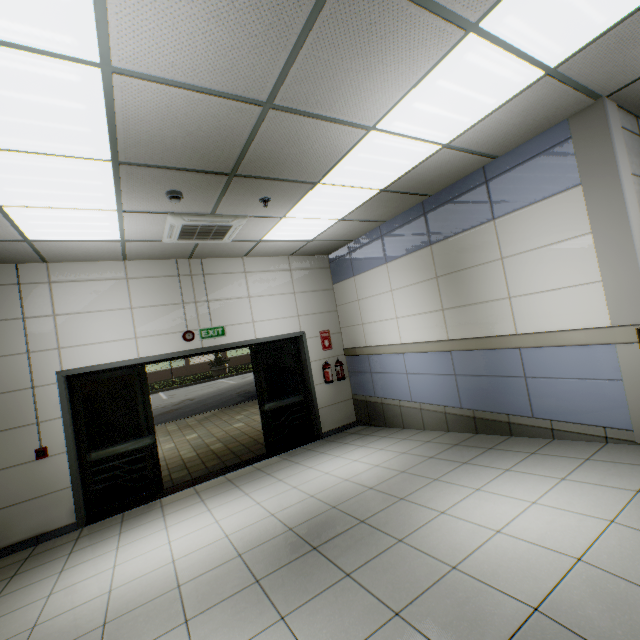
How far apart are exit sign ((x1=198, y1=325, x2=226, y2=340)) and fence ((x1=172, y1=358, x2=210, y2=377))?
31.2 meters

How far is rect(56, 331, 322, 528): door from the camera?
4.9 meters

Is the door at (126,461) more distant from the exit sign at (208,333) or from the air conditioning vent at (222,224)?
the air conditioning vent at (222,224)

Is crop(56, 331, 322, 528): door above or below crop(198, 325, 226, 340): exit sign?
below

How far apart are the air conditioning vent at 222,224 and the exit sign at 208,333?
1.59m

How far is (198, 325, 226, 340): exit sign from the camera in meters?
5.7

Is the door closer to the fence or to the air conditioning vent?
the air conditioning vent

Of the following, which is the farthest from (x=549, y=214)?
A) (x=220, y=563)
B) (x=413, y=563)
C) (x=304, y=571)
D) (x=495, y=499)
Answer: (x=220, y=563)
